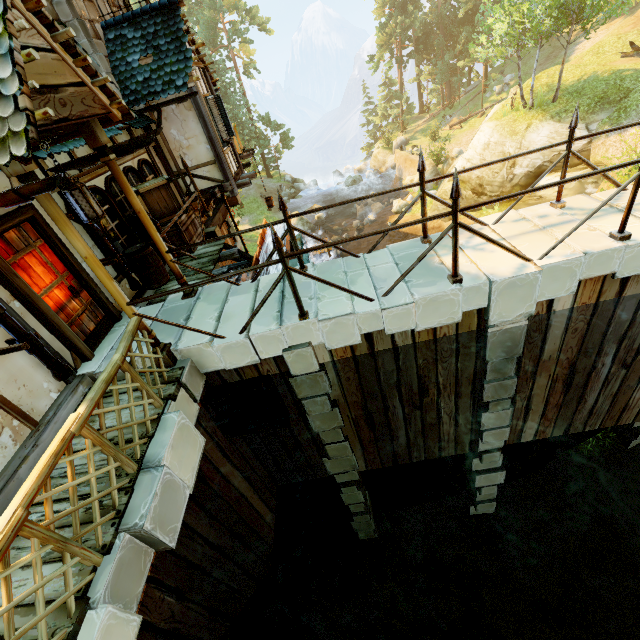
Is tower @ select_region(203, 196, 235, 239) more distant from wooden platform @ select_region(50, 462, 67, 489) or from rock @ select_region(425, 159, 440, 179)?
rock @ select_region(425, 159, 440, 179)

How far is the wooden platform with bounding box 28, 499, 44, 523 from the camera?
3.4 meters

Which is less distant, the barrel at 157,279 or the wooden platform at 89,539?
the wooden platform at 89,539

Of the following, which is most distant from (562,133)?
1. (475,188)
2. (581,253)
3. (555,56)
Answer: (555,56)

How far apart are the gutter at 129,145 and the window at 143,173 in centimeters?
30cm

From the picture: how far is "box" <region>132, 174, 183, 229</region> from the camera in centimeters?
691cm

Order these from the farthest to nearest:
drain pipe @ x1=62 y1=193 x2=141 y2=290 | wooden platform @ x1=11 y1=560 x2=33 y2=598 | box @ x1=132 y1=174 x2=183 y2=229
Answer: box @ x1=132 y1=174 x2=183 y2=229 → drain pipe @ x1=62 y1=193 x2=141 y2=290 → wooden platform @ x1=11 y1=560 x2=33 y2=598

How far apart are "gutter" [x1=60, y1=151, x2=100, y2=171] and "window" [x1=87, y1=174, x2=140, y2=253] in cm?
30
